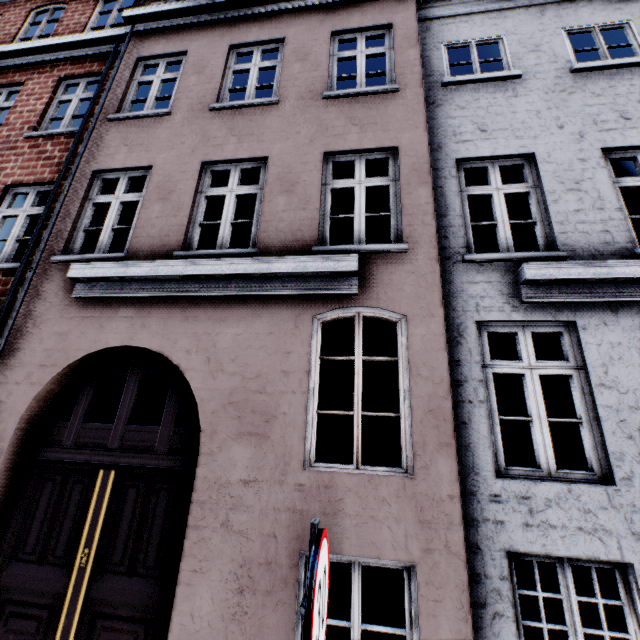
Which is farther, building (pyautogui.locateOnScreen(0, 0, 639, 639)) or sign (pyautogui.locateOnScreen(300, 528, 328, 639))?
building (pyautogui.locateOnScreen(0, 0, 639, 639))

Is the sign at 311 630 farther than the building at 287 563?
No

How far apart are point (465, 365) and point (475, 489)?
1.3m
